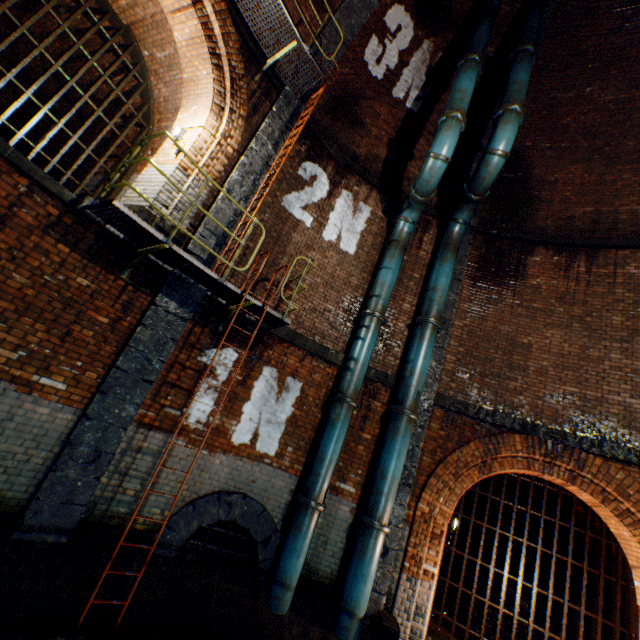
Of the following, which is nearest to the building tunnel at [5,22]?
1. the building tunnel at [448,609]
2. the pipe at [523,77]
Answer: the pipe at [523,77]

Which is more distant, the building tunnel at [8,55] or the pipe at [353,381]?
the building tunnel at [8,55]

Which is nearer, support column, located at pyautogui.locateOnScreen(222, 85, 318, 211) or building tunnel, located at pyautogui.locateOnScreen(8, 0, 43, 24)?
support column, located at pyautogui.locateOnScreen(222, 85, 318, 211)

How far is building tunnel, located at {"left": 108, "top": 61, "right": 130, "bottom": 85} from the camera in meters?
7.9 m

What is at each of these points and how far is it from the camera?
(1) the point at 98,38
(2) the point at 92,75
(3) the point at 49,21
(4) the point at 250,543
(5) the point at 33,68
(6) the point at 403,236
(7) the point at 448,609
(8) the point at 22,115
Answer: (1) building tunnel, 7.7 meters
(2) building tunnel, 8.6 meters
(3) building tunnel, 7.7 meters
(4) sewerage pipe, 5.9 meters
(5) building tunnel, 9.3 meters
(6) pipe, 7.9 meters
(7) building tunnel, 9.7 meters
(8) building tunnel, 10.7 meters

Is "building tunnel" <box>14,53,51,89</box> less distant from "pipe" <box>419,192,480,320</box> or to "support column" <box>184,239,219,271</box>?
"support column" <box>184,239,219,271</box>

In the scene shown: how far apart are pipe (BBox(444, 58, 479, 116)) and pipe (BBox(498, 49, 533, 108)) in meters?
0.6

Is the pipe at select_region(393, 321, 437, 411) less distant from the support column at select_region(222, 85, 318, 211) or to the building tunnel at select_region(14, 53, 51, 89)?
the support column at select_region(222, 85, 318, 211)
